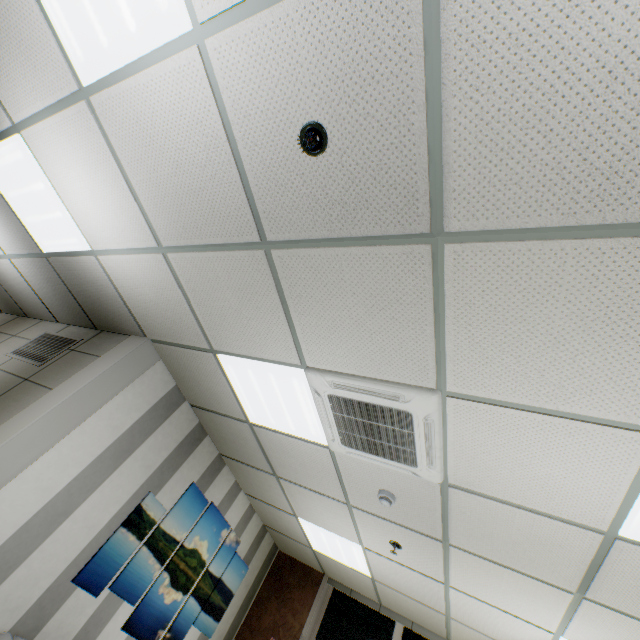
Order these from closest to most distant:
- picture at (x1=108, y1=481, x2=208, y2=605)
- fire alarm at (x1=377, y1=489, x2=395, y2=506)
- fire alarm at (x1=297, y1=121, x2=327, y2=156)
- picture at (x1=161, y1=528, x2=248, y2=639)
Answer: fire alarm at (x1=297, y1=121, x2=327, y2=156) < fire alarm at (x1=377, y1=489, x2=395, y2=506) < picture at (x1=108, y1=481, x2=208, y2=605) < picture at (x1=161, y1=528, x2=248, y2=639)

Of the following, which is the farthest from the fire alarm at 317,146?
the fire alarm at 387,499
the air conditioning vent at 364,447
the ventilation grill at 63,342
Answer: the ventilation grill at 63,342

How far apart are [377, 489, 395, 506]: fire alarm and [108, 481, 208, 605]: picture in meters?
2.5 m

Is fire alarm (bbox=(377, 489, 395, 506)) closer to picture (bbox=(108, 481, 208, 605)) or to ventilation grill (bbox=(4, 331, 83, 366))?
picture (bbox=(108, 481, 208, 605))

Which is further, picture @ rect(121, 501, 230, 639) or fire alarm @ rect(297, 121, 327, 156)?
picture @ rect(121, 501, 230, 639)

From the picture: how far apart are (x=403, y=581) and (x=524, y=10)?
5.30m

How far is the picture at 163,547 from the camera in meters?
3.4

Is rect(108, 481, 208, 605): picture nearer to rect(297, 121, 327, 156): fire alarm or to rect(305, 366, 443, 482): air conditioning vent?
rect(305, 366, 443, 482): air conditioning vent
